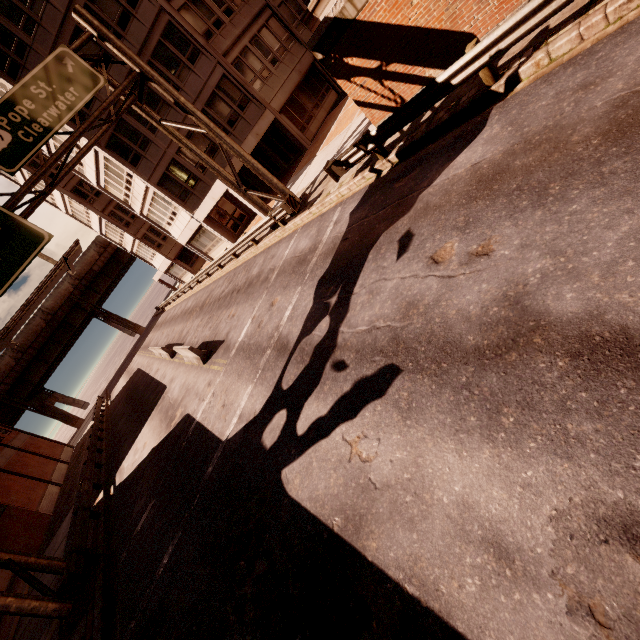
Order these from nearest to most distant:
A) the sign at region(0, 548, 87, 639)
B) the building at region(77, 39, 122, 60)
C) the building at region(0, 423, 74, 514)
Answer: the sign at region(0, 548, 87, 639), the building at region(77, 39, 122, 60), the building at region(0, 423, 74, 514)

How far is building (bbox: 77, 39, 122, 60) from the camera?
19.4 meters

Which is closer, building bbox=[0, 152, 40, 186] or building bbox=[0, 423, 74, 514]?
building bbox=[0, 423, 74, 514]

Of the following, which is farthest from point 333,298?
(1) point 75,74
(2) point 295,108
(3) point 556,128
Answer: (2) point 295,108

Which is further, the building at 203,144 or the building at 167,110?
the building at 203,144

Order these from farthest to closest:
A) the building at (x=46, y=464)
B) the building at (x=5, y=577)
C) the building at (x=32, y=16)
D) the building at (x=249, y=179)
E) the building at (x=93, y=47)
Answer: the building at (x=46, y=464)
the building at (x=249, y=179)
the building at (x=93, y=47)
the building at (x=32, y=16)
the building at (x=5, y=577)
